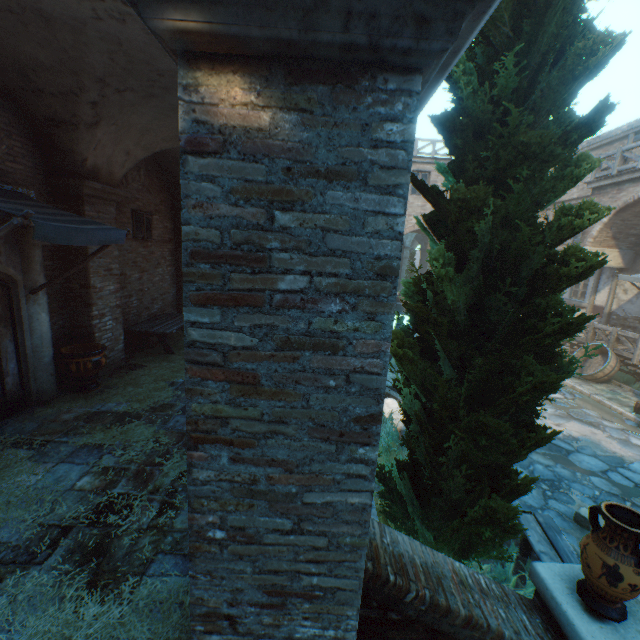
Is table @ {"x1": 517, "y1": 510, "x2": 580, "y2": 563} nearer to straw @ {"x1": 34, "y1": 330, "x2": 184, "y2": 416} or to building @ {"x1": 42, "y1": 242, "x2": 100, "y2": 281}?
straw @ {"x1": 34, "y1": 330, "x2": 184, "y2": 416}

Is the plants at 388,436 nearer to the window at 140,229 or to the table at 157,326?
the table at 157,326

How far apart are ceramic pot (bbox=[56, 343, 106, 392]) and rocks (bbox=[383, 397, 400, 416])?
5.5m

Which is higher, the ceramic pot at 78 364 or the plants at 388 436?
the ceramic pot at 78 364

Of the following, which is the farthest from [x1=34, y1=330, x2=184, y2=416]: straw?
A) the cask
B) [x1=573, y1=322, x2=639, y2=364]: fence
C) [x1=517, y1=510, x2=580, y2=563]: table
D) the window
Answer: the cask

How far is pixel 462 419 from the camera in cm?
267

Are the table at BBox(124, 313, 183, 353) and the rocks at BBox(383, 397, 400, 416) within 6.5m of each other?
yes

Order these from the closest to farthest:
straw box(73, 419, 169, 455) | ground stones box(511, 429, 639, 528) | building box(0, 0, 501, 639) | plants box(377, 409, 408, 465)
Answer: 1. building box(0, 0, 501, 639)
2. straw box(73, 419, 169, 455)
3. ground stones box(511, 429, 639, 528)
4. plants box(377, 409, 408, 465)
